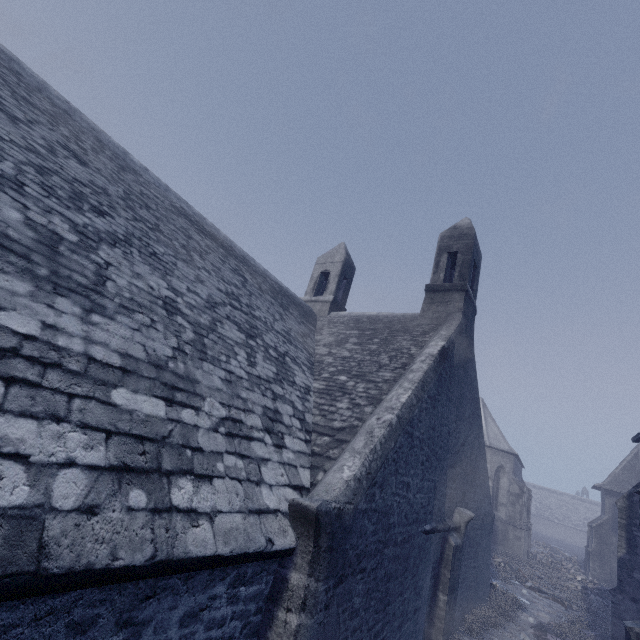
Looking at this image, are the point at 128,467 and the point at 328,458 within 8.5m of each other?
yes

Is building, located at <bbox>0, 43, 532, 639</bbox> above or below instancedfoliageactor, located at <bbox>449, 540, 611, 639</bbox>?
above

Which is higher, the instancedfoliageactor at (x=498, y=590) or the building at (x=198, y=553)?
the building at (x=198, y=553)

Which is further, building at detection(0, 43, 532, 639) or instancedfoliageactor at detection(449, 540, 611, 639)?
instancedfoliageactor at detection(449, 540, 611, 639)

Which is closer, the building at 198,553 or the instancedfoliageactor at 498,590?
the building at 198,553
